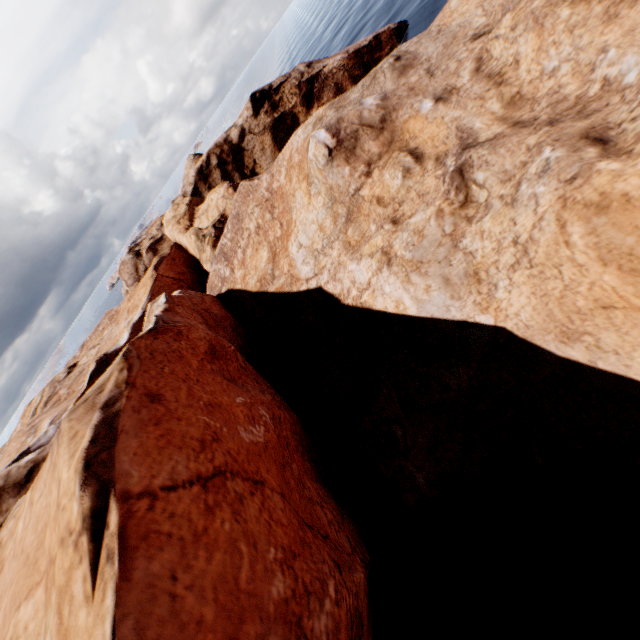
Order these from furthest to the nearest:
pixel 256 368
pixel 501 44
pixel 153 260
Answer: pixel 153 260, pixel 256 368, pixel 501 44
